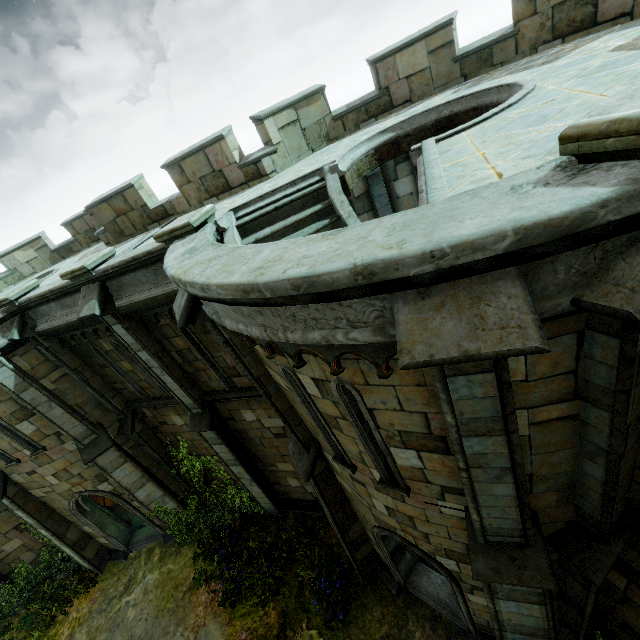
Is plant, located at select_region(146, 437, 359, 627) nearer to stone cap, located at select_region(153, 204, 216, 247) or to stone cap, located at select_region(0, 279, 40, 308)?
stone cap, located at select_region(0, 279, 40, 308)

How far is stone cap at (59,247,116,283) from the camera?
7.1 meters

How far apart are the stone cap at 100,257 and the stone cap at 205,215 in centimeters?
219cm

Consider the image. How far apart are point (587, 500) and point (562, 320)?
3.0m

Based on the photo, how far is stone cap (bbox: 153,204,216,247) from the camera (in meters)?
5.83

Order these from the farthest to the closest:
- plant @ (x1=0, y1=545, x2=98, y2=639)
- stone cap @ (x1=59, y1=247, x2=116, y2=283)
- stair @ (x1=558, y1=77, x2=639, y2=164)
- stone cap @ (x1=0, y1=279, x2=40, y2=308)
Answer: plant @ (x1=0, y1=545, x2=98, y2=639), stone cap @ (x1=0, y1=279, x2=40, y2=308), stone cap @ (x1=59, y1=247, x2=116, y2=283), stair @ (x1=558, y1=77, x2=639, y2=164)

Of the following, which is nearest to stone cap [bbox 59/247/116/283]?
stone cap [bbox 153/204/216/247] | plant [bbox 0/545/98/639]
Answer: stone cap [bbox 153/204/216/247]

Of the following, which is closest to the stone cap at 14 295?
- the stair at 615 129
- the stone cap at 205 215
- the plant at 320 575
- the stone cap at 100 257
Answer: the stone cap at 100 257
